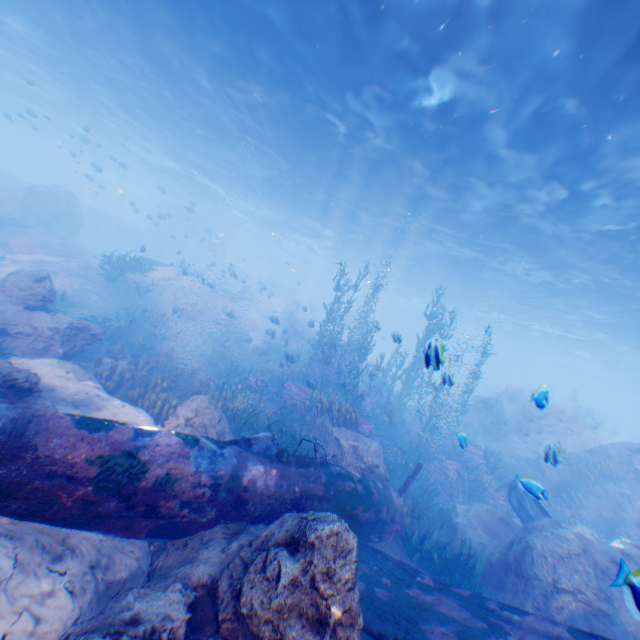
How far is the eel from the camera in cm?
631

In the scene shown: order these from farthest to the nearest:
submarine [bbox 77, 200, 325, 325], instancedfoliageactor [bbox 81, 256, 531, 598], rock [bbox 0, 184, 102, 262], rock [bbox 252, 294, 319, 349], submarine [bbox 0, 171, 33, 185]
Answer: submarine [bbox 77, 200, 325, 325], submarine [bbox 0, 171, 33, 185], rock [bbox 0, 184, 102, 262], rock [bbox 252, 294, 319, 349], instancedfoliageactor [bbox 81, 256, 531, 598]

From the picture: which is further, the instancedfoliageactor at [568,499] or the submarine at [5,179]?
the submarine at [5,179]

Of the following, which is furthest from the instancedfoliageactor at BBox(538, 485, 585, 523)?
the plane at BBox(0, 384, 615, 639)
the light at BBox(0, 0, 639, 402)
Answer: the light at BBox(0, 0, 639, 402)

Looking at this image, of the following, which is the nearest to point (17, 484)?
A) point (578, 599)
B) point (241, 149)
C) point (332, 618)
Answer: point (332, 618)

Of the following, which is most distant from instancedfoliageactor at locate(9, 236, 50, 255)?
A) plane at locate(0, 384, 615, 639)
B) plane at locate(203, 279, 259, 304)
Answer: plane at locate(0, 384, 615, 639)

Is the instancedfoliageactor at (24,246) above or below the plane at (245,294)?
below

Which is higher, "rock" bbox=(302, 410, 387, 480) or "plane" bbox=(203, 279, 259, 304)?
"plane" bbox=(203, 279, 259, 304)
